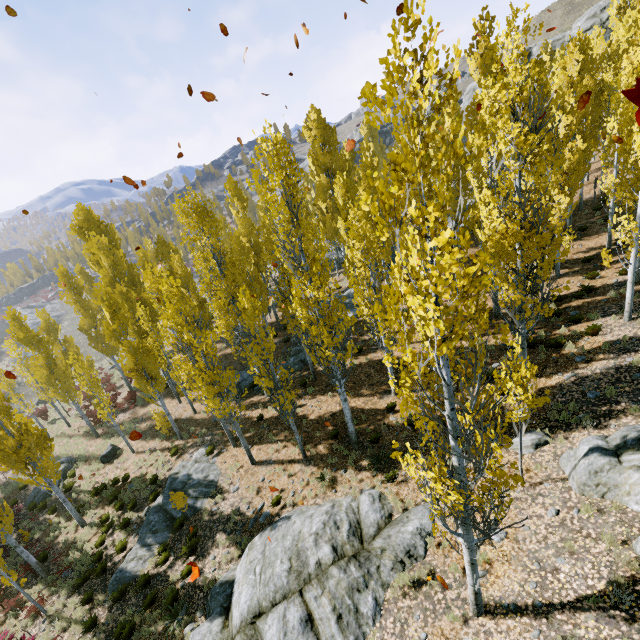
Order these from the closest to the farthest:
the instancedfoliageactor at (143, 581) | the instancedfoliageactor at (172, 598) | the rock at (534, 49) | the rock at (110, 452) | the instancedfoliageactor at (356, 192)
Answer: the instancedfoliageactor at (356, 192)
the instancedfoliageactor at (172, 598)
the instancedfoliageactor at (143, 581)
the rock at (110, 452)
the rock at (534, 49)

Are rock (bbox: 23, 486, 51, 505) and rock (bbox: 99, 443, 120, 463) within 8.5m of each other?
yes

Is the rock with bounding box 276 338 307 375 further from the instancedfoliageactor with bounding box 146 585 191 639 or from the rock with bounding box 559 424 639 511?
the rock with bounding box 559 424 639 511

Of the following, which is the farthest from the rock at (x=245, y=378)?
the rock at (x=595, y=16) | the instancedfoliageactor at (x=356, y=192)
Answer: the rock at (x=595, y=16)

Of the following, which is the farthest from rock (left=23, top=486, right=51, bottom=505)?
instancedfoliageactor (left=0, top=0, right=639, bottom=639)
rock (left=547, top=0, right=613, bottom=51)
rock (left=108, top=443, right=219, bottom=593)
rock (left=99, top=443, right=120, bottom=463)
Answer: rock (left=547, top=0, right=613, bottom=51)

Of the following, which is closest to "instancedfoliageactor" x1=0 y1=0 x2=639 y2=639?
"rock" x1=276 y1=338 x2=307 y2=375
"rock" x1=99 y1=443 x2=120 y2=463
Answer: "rock" x1=276 y1=338 x2=307 y2=375

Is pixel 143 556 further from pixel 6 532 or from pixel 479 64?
pixel 479 64

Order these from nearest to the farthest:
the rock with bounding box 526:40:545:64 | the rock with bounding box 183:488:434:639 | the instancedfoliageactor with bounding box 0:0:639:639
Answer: the instancedfoliageactor with bounding box 0:0:639:639
the rock with bounding box 183:488:434:639
the rock with bounding box 526:40:545:64
